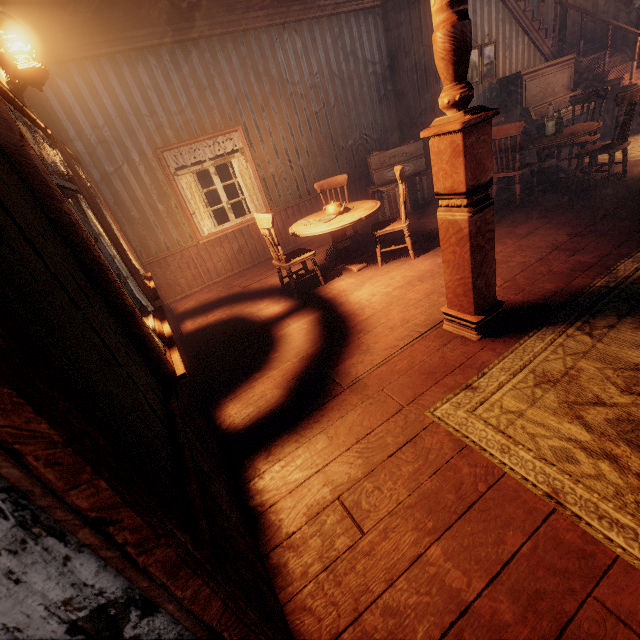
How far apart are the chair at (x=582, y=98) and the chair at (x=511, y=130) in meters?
1.2 m

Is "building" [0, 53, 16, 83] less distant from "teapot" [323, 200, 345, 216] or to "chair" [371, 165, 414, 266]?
"chair" [371, 165, 414, 266]

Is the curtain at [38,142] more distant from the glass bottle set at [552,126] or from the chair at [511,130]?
the glass bottle set at [552,126]

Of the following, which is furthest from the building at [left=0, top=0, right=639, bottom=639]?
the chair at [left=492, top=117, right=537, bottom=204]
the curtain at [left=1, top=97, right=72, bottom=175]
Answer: the chair at [left=492, top=117, right=537, bottom=204]

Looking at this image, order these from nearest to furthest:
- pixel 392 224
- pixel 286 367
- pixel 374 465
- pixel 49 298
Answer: pixel 49 298 < pixel 374 465 < pixel 286 367 < pixel 392 224

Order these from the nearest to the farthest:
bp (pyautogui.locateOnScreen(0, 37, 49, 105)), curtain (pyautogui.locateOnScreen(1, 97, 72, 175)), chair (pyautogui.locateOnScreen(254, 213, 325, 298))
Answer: curtain (pyautogui.locateOnScreen(1, 97, 72, 175)) → bp (pyautogui.locateOnScreen(0, 37, 49, 105)) → chair (pyautogui.locateOnScreen(254, 213, 325, 298))

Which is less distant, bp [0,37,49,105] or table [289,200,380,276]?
bp [0,37,49,105]

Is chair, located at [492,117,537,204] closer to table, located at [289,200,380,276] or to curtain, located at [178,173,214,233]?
table, located at [289,200,380,276]
